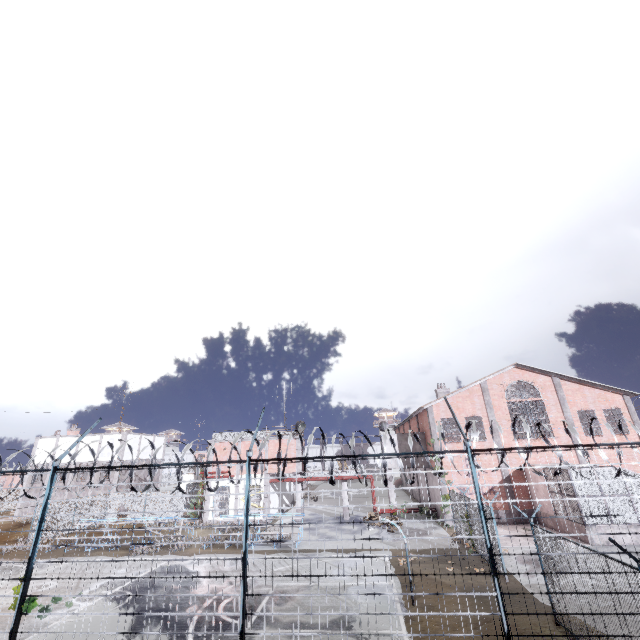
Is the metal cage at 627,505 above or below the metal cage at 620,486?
below

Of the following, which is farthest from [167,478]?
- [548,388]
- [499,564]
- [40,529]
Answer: [548,388]

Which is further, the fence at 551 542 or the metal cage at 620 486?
the metal cage at 620 486

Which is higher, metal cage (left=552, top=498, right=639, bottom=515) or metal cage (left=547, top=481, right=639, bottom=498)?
metal cage (left=547, top=481, right=639, bottom=498)

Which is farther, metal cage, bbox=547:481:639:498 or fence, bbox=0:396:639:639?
metal cage, bbox=547:481:639:498
